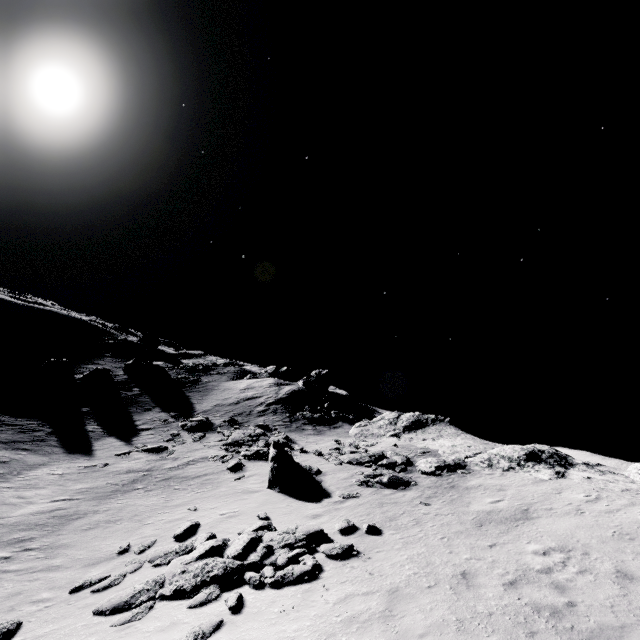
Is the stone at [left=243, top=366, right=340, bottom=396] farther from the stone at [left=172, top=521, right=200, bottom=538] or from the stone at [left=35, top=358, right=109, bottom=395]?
the stone at [left=172, top=521, right=200, bottom=538]

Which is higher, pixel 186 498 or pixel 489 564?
pixel 489 564

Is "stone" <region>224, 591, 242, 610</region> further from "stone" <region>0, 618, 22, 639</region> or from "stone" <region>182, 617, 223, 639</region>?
"stone" <region>0, 618, 22, 639</region>

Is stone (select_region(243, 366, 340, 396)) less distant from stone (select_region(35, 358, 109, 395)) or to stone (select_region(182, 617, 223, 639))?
stone (select_region(35, 358, 109, 395))

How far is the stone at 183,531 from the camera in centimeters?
1320cm

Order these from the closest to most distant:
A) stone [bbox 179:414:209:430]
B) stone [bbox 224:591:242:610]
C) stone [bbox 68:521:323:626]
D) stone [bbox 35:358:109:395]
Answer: stone [bbox 224:591:242:610] < stone [bbox 68:521:323:626] < stone [bbox 179:414:209:430] < stone [bbox 35:358:109:395]

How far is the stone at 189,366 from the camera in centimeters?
4791cm

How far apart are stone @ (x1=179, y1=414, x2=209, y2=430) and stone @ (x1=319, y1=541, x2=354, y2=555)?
21.7m
